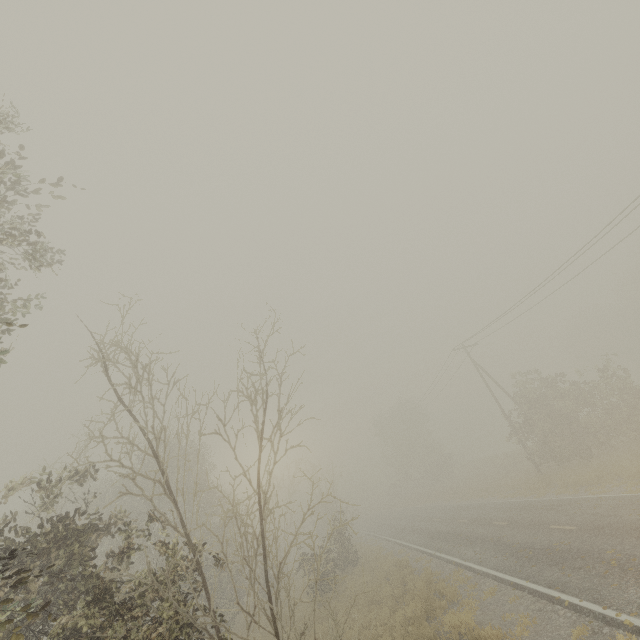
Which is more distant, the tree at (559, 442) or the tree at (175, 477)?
the tree at (559, 442)

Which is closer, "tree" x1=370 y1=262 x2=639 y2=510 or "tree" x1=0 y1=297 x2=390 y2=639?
"tree" x1=0 y1=297 x2=390 y2=639

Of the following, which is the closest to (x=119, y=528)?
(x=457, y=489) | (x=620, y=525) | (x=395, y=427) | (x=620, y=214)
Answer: (x=620, y=525)
